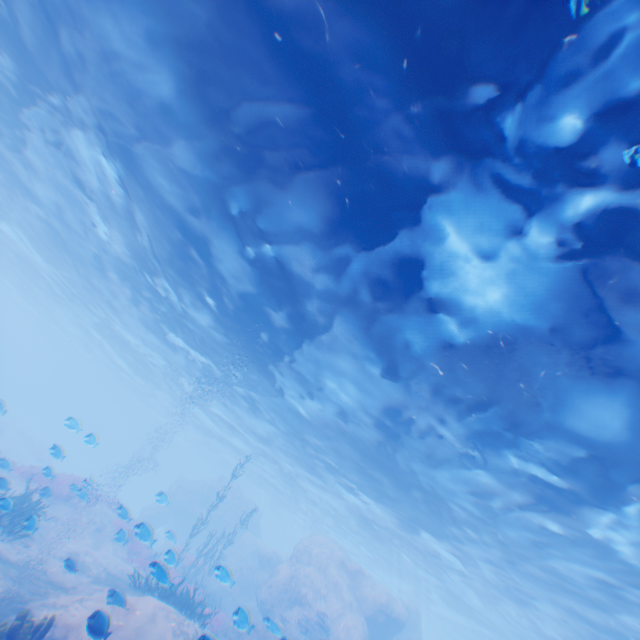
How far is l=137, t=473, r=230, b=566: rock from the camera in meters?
11.7

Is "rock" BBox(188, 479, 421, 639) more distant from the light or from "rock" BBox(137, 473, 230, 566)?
"rock" BBox(137, 473, 230, 566)

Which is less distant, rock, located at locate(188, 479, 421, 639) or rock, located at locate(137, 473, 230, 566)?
rock, located at locate(137, 473, 230, 566)

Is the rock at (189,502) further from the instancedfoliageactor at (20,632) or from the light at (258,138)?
the instancedfoliageactor at (20,632)

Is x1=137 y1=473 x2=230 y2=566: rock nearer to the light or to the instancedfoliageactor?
the light

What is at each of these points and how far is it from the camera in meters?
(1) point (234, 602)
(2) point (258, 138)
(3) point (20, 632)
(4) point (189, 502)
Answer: (1) rock, 23.3 m
(2) light, 8.7 m
(3) instancedfoliageactor, 6.8 m
(4) rock, 36.4 m

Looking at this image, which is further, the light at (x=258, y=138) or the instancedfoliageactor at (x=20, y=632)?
the instancedfoliageactor at (x=20, y=632)

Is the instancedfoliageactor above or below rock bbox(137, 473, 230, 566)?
below
